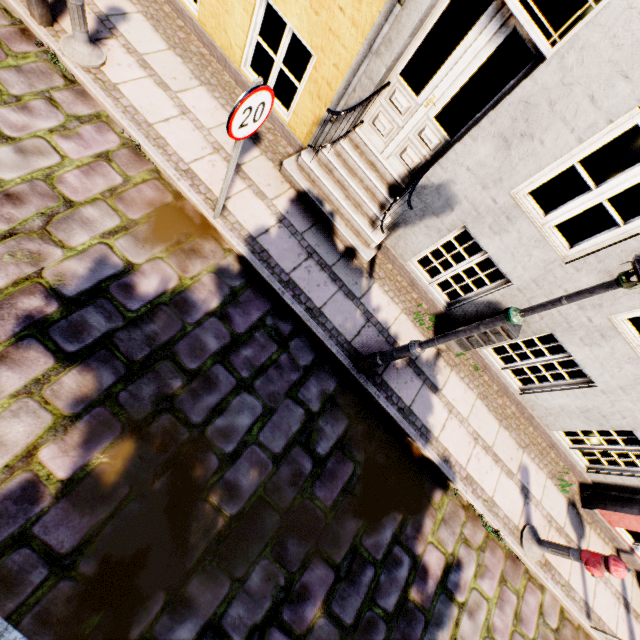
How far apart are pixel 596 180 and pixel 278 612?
15.2 meters

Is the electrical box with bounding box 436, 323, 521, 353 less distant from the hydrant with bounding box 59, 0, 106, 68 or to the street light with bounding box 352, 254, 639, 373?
the street light with bounding box 352, 254, 639, 373

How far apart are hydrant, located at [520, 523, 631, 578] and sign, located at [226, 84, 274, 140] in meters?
6.7

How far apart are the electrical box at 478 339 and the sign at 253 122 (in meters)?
3.79

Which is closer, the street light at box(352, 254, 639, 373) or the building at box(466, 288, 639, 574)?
the street light at box(352, 254, 639, 373)

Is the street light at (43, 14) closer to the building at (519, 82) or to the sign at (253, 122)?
the building at (519, 82)

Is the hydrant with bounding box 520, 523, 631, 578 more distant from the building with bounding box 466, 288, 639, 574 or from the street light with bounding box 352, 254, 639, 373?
the street light with bounding box 352, 254, 639, 373

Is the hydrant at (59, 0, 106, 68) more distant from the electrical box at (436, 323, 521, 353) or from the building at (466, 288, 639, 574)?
the electrical box at (436, 323, 521, 353)
